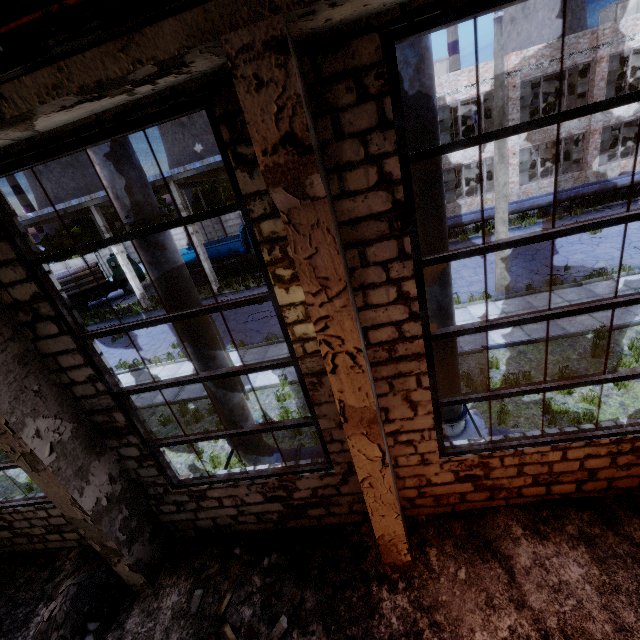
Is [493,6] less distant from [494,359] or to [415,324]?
[415,324]

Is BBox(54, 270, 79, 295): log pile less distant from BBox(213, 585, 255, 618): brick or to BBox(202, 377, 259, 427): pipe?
BBox(202, 377, 259, 427): pipe

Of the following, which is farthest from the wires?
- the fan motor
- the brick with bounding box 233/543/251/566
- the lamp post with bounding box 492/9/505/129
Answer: the lamp post with bounding box 492/9/505/129

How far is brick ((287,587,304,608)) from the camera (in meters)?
4.73

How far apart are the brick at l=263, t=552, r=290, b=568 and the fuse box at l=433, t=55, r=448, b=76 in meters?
26.4 m

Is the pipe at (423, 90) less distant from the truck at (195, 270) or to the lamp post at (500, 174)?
the lamp post at (500, 174)

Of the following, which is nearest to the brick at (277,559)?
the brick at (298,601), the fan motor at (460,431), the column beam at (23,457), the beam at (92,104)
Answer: the brick at (298,601)

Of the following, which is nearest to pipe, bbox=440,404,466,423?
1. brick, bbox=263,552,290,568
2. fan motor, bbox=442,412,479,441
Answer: fan motor, bbox=442,412,479,441
